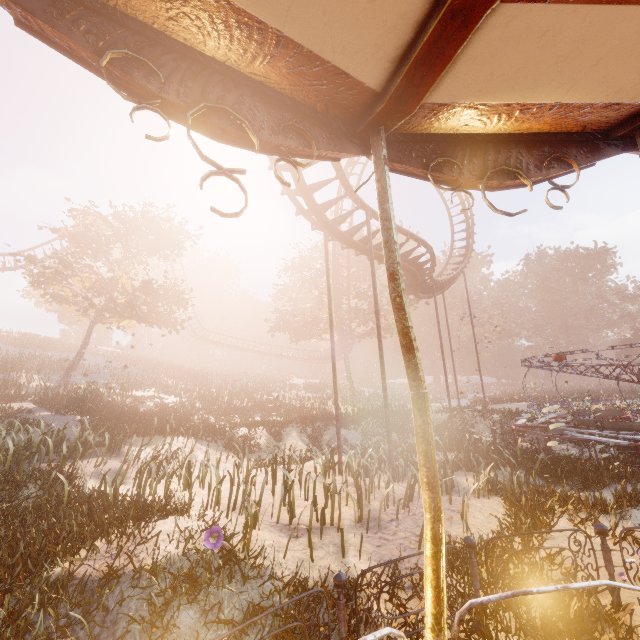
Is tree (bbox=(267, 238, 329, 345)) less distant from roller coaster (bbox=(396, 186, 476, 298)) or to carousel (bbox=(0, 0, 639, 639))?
roller coaster (bbox=(396, 186, 476, 298))

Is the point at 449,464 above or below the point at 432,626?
below

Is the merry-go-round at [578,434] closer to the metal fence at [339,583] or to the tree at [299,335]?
the metal fence at [339,583]

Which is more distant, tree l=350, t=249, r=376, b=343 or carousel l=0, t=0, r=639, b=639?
tree l=350, t=249, r=376, b=343

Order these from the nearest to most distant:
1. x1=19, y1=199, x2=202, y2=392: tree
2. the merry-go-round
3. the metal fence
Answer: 1. the metal fence
2. the merry-go-round
3. x1=19, y1=199, x2=202, y2=392: tree

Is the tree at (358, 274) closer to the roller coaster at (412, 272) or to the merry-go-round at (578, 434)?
the roller coaster at (412, 272)

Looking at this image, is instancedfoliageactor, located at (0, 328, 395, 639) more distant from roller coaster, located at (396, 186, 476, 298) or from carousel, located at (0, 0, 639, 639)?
carousel, located at (0, 0, 639, 639)

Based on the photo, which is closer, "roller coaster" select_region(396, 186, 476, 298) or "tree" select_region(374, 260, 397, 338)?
"roller coaster" select_region(396, 186, 476, 298)
